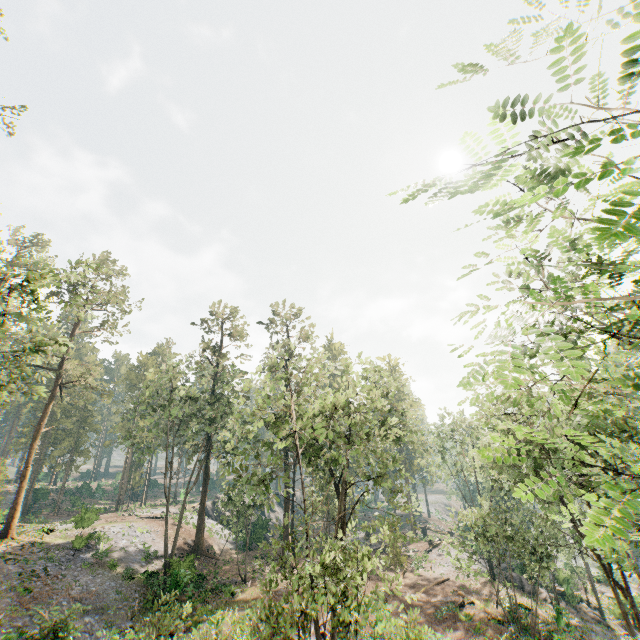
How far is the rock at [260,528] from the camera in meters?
41.6 m

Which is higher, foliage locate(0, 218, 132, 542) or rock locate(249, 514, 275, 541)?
foliage locate(0, 218, 132, 542)

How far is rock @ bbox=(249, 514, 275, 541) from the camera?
41.6m

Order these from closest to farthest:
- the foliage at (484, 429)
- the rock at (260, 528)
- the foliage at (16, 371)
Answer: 1. the foliage at (484, 429)
2. the foliage at (16, 371)
3. the rock at (260, 528)

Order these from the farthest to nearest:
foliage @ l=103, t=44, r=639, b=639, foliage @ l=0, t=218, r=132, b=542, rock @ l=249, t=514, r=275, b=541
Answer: rock @ l=249, t=514, r=275, b=541
foliage @ l=0, t=218, r=132, b=542
foliage @ l=103, t=44, r=639, b=639

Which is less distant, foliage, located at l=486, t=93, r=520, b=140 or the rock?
foliage, located at l=486, t=93, r=520, b=140

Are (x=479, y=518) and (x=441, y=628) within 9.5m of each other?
yes
